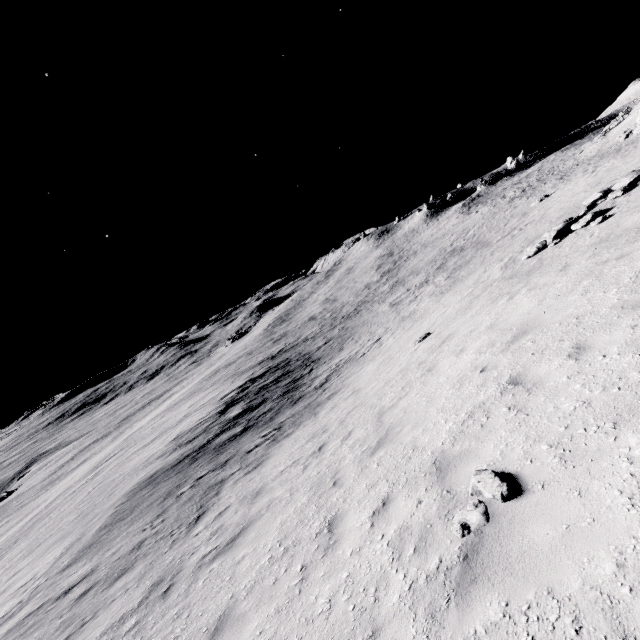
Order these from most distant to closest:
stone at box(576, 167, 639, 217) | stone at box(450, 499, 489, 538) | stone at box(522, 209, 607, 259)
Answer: stone at box(576, 167, 639, 217) → stone at box(522, 209, 607, 259) → stone at box(450, 499, 489, 538)

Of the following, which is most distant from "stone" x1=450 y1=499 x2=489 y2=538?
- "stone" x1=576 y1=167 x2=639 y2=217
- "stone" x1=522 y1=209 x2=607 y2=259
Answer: "stone" x1=576 y1=167 x2=639 y2=217

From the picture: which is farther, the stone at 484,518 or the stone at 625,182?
the stone at 625,182

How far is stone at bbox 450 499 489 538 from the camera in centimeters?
360cm

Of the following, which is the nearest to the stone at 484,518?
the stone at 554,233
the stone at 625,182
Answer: the stone at 554,233

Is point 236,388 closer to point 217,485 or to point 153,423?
point 153,423
